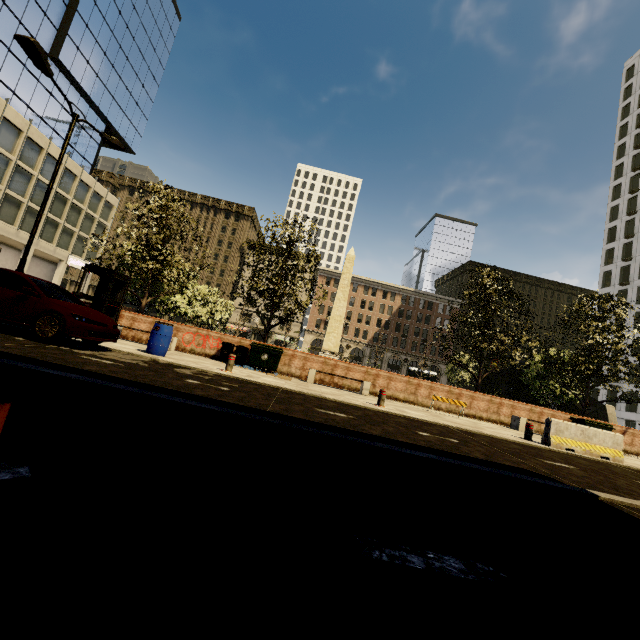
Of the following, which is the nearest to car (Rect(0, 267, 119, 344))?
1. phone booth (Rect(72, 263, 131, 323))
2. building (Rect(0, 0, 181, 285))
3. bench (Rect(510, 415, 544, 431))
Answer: phone booth (Rect(72, 263, 131, 323))

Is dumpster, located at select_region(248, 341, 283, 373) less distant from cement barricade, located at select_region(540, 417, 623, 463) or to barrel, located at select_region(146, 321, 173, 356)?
barrel, located at select_region(146, 321, 173, 356)

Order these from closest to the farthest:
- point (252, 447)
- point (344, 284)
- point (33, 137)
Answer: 1. point (252, 447)
2. point (344, 284)
3. point (33, 137)

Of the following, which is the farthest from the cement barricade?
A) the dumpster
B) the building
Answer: the building

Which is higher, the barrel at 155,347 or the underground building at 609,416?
the underground building at 609,416

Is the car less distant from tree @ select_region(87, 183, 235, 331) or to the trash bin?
tree @ select_region(87, 183, 235, 331)

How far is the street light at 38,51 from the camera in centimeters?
918cm

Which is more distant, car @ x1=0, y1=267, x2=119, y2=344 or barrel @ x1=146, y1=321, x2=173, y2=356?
barrel @ x1=146, y1=321, x2=173, y2=356
